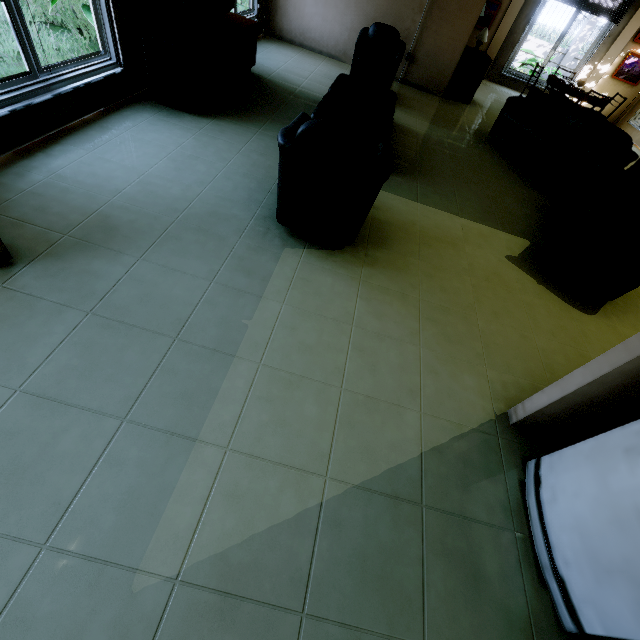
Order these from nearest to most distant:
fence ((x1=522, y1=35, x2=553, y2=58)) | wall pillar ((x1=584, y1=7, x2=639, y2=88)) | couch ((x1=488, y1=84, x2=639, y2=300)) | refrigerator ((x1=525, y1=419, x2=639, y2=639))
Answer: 1. refrigerator ((x1=525, y1=419, x2=639, y2=639))
2. couch ((x1=488, y1=84, x2=639, y2=300))
3. wall pillar ((x1=584, y1=7, x2=639, y2=88))
4. fence ((x1=522, y1=35, x2=553, y2=58))

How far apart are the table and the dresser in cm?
156

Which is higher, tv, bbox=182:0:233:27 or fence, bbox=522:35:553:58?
tv, bbox=182:0:233:27

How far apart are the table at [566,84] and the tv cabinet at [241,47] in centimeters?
657cm

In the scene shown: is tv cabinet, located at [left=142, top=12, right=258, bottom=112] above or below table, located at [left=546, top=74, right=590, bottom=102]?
below

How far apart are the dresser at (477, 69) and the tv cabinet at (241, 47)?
4.4 meters

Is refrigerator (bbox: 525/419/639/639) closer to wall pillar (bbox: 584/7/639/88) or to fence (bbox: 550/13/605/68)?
wall pillar (bbox: 584/7/639/88)

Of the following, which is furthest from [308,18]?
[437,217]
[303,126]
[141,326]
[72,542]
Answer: [72,542]
